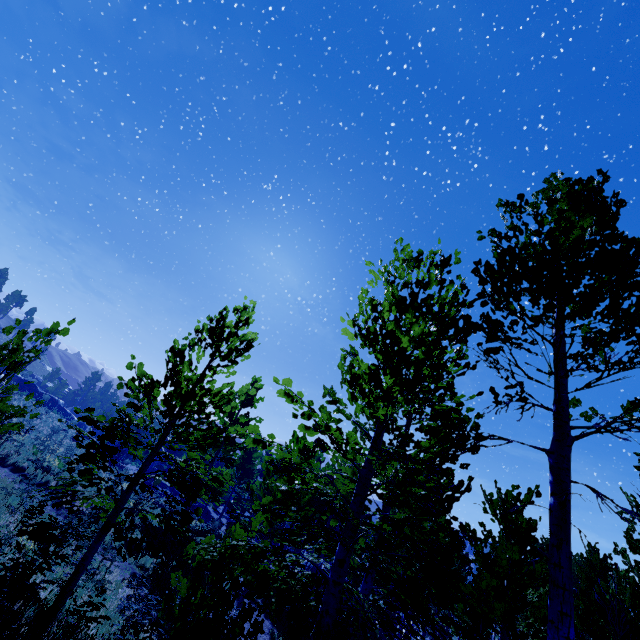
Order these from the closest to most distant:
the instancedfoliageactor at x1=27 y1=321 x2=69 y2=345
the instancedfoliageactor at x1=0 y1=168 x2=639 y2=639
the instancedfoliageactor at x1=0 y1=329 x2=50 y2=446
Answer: the instancedfoliageactor at x1=0 y1=168 x2=639 y2=639
the instancedfoliageactor at x1=0 y1=329 x2=50 y2=446
the instancedfoliageactor at x1=27 y1=321 x2=69 y2=345

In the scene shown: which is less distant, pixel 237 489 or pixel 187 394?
pixel 187 394

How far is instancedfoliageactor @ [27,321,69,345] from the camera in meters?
6.3

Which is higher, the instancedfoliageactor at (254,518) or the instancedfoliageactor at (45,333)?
the instancedfoliageactor at (45,333)

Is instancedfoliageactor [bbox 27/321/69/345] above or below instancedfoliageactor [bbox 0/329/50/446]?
above

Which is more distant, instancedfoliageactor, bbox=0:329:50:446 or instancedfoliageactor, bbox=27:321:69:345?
instancedfoliageactor, bbox=27:321:69:345
